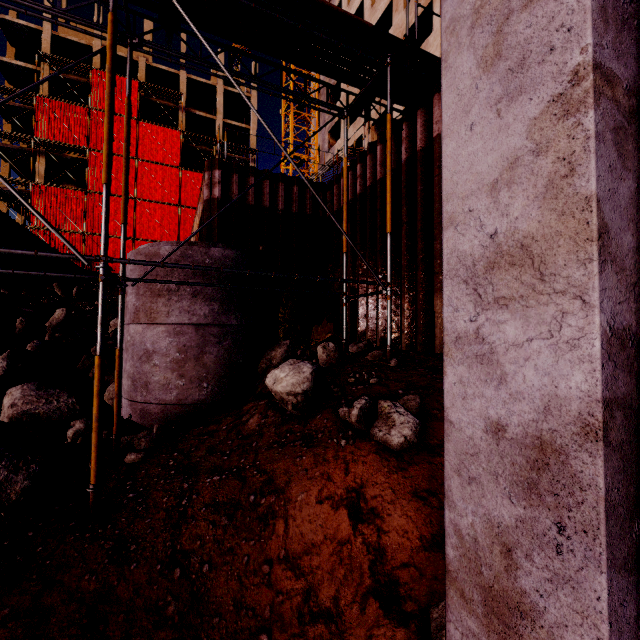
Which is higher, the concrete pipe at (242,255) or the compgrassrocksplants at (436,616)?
the concrete pipe at (242,255)

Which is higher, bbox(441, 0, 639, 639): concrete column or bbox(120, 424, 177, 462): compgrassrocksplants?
bbox(441, 0, 639, 639): concrete column

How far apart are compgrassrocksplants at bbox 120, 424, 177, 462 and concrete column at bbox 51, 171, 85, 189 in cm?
4004

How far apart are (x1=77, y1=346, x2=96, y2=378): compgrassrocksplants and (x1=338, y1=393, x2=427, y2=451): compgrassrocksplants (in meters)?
9.40

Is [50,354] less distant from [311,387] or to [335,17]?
[311,387]

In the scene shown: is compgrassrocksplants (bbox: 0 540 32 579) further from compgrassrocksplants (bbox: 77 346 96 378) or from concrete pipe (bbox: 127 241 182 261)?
compgrassrocksplants (bbox: 77 346 96 378)

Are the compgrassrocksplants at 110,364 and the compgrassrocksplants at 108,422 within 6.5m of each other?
yes

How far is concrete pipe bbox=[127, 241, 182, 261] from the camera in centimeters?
610cm
